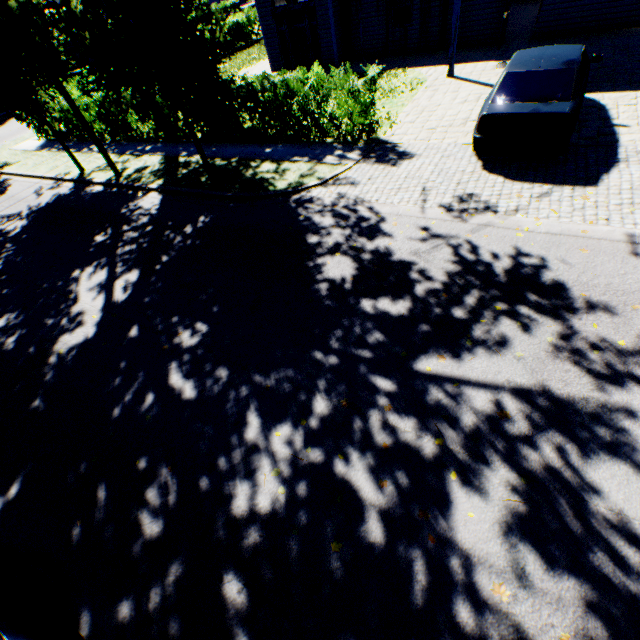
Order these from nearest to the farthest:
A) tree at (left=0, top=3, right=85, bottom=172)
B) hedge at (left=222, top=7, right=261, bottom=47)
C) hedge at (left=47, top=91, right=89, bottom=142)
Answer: tree at (left=0, top=3, right=85, bottom=172) → hedge at (left=47, top=91, right=89, bottom=142) → hedge at (left=222, top=7, right=261, bottom=47)

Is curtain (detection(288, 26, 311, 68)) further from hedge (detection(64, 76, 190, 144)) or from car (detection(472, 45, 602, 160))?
car (detection(472, 45, 602, 160))

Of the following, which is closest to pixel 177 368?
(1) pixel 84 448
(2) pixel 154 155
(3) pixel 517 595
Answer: (1) pixel 84 448

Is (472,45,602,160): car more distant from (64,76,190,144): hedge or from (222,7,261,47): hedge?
(222,7,261,47): hedge

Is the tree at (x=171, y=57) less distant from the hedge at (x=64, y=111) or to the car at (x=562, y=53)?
the hedge at (x=64, y=111)

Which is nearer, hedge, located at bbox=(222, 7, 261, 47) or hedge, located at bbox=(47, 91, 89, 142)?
hedge, located at bbox=(47, 91, 89, 142)

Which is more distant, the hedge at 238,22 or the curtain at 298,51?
the hedge at 238,22

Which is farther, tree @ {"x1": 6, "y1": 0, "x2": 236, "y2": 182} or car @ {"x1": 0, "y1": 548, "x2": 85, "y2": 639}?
tree @ {"x1": 6, "y1": 0, "x2": 236, "y2": 182}
